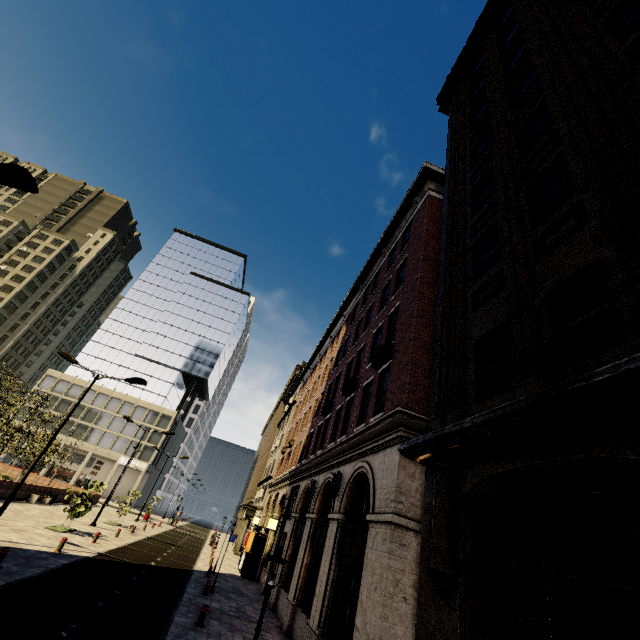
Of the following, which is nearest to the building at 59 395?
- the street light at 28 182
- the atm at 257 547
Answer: the atm at 257 547

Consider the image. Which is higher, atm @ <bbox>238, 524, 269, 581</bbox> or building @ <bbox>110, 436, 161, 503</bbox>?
building @ <bbox>110, 436, 161, 503</bbox>

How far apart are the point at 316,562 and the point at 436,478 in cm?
955

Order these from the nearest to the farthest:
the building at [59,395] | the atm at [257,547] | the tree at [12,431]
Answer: the atm at [257,547] → the tree at [12,431] → the building at [59,395]

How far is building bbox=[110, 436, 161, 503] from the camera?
57.43m

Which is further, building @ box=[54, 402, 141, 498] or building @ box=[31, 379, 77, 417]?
building @ box=[31, 379, 77, 417]

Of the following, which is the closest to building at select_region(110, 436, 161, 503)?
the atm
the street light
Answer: the atm
